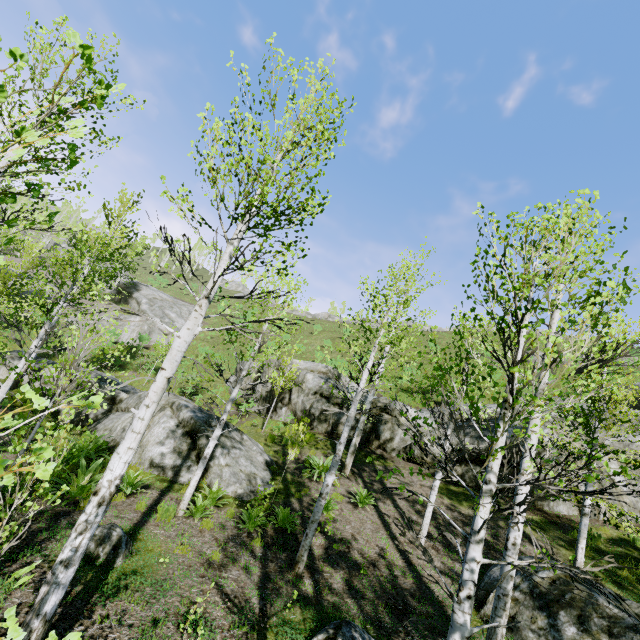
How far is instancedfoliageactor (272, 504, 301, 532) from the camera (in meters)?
8.65

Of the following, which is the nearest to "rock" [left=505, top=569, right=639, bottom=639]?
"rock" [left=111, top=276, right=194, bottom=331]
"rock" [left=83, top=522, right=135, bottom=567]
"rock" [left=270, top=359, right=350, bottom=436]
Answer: "rock" [left=270, top=359, right=350, bottom=436]

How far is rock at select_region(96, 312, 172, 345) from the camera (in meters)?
29.36

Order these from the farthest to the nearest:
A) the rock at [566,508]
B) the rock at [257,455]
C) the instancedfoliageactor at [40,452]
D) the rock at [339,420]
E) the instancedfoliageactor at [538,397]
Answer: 1. the rock at [339,420]
2. the rock at [566,508]
3. the rock at [257,455]
4. the instancedfoliageactor at [538,397]
5. the instancedfoliageactor at [40,452]

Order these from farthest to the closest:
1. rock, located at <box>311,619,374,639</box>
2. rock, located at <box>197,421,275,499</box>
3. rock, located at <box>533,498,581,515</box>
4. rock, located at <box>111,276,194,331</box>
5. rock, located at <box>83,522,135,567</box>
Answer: rock, located at <box>111,276,194,331</box> < rock, located at <box>533,498,581,515</box> < rock, located at <box>197,421,275,499</box> < rock, located at <box>83,522,135,567</box> < rock, located at <box>311,619,374,639</box>

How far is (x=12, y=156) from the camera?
6.6m

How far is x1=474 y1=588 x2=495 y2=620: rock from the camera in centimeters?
705cm

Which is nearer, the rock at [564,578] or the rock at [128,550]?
the rock at [128,550]
